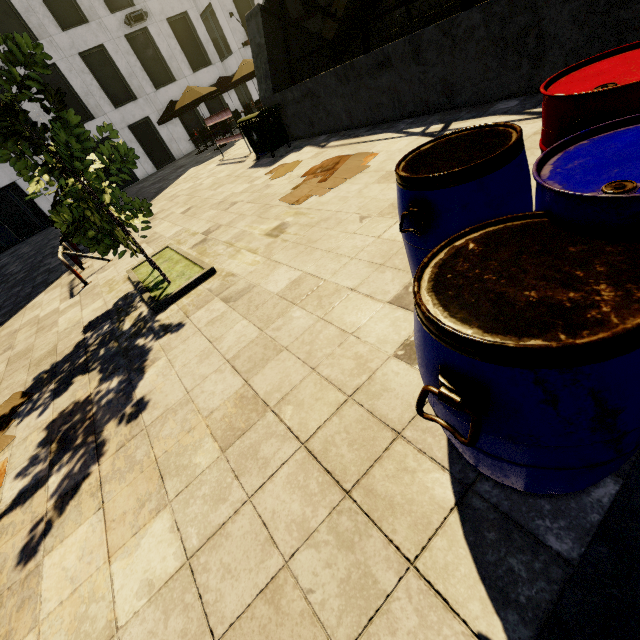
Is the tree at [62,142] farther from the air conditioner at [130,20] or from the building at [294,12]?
the building at [294,12]

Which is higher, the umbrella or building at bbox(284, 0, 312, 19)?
building at bbox(284, 0, 312, 19)

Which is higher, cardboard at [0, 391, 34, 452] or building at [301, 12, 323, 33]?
building at [301, 12, 323, 33]

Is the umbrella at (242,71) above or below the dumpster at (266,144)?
above

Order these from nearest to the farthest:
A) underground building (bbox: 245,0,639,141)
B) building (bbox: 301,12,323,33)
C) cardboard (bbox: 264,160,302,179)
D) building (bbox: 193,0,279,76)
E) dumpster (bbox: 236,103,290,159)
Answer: underground building (bbox: 245,0,639,141) → cardboard (bbox: 264,160,302,179) → dumpster (bbox: 236,103,290,159) → building (bbox: 193,0,279,76) → building (bbox: 301,12,323,33)

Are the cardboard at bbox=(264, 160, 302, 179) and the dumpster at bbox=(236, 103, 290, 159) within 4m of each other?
yes

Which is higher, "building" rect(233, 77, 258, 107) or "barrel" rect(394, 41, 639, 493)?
"building" rect(233, 77, 258, 107)

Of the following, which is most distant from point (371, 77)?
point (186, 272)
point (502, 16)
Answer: point (186, 272)
